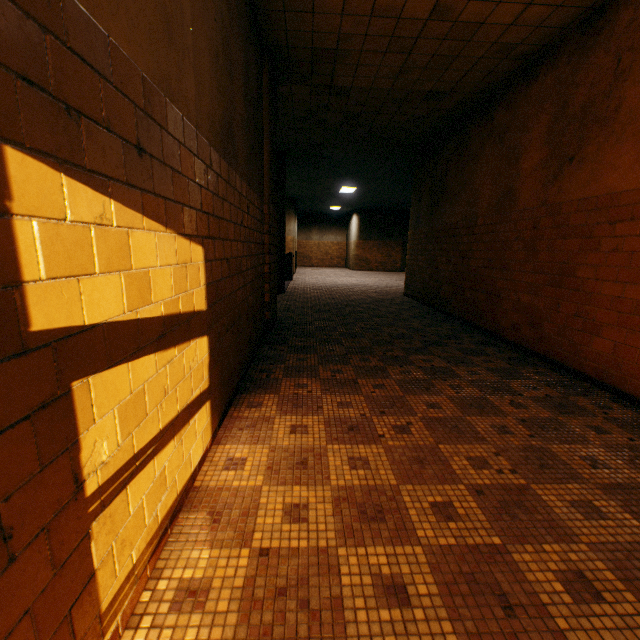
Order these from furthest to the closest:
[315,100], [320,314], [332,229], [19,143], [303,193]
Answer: [332,229]
[303,193]
[320,314]
[315,100]
[19,143]
